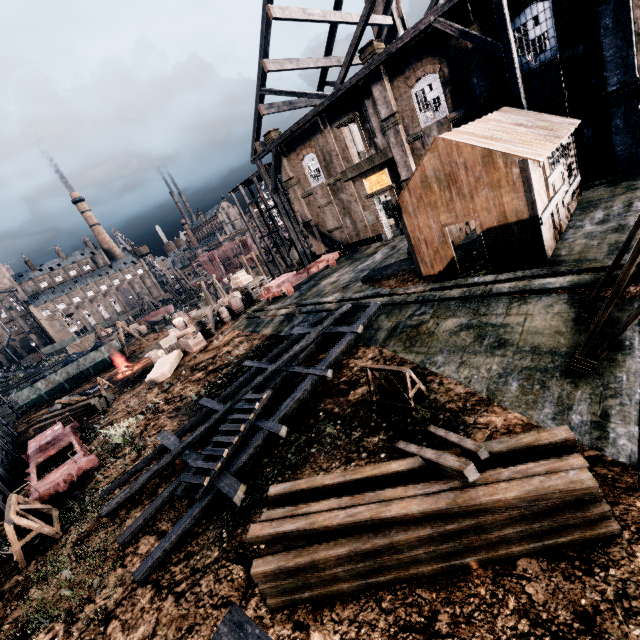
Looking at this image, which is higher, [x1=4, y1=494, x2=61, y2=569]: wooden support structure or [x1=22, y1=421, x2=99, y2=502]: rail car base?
[x1=4, y1=494, x2=61, y2=569]: wooden support structure

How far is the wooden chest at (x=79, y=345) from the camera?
48.7 meters

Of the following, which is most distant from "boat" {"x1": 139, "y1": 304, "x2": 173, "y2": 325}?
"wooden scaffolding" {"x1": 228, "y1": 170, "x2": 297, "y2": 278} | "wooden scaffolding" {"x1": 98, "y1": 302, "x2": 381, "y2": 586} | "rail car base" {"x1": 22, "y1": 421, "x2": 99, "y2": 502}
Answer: "wooden scaffolding" {"x1": 98, "y1": 302, "x2": 381, "y2": 586}

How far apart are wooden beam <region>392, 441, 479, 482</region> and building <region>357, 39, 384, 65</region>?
24.5 meters

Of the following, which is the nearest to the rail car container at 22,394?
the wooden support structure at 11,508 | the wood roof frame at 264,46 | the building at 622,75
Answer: the wood roof frame at 264,46

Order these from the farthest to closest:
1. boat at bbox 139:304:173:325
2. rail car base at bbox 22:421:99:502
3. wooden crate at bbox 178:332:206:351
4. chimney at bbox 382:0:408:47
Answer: boat at bbox 139:304:173:325 → chimney at bbox 382:0:408:47 → wooden crate at bbox 178:332:206:351 → rail car base at bbox 22:421:99:502

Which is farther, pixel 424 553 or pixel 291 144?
pixel 291 144

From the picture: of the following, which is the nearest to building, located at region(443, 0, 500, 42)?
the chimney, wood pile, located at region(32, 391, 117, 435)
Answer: wood pile, located at region(32, 391, 117, 435)
